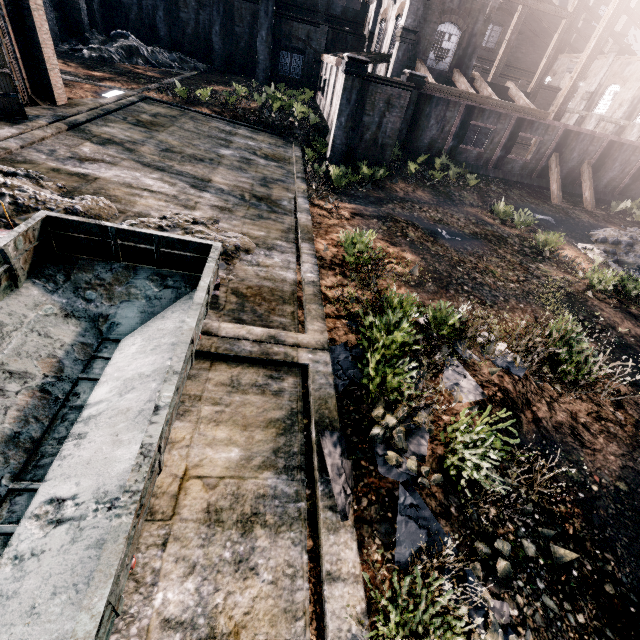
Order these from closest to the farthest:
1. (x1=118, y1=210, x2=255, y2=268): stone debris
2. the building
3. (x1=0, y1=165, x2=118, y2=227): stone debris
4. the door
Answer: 1. (x1=0, y1=165, x2=118, y2=227): stone debris
2. (x1=118, y1=210, x2=255, y2=268): stone debris
3. the door
4. the building

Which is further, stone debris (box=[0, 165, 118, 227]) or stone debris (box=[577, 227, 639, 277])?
stone debris (box=[577, 227, 639, 277])

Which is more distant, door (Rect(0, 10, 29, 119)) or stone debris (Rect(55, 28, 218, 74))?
stone debris (Rect(55, 28, 218, 74))

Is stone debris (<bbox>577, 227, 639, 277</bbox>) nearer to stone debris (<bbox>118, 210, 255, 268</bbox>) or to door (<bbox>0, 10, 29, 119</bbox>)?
stone debris (<bbox>118, 210, 255, 268</bbox>)

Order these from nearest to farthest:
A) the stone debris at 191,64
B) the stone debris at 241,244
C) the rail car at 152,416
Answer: the rail car at 152,416
the stone debris at 241,244
the stone debris at 191,64

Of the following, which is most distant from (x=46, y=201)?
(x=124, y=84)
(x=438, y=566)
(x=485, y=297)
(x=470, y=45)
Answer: (x=470, y=45)

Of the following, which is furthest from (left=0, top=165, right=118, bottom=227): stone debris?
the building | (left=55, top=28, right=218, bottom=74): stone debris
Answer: (left=55, top=28, right=218, bottom=74): stone debris

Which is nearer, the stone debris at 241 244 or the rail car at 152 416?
the rail car at 152 416
